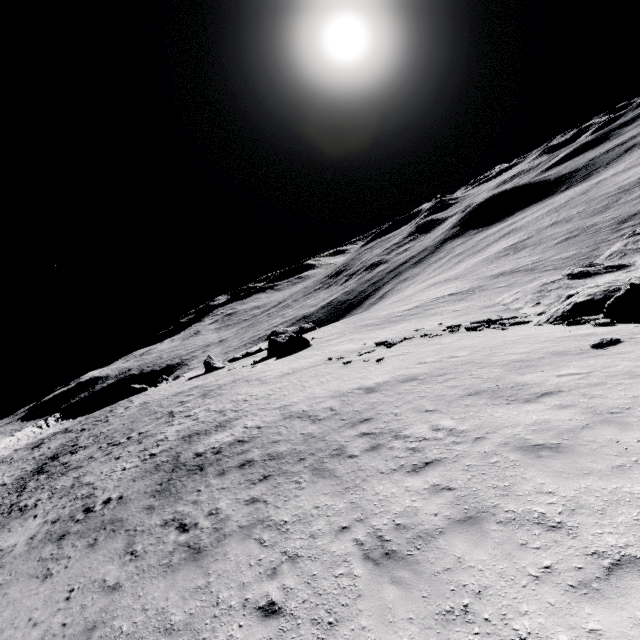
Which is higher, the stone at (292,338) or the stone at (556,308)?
the stone at (292,338)

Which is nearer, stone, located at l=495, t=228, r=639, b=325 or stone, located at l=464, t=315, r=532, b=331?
stone, located at l=495, t=228, r=639, b=325

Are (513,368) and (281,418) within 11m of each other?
yes

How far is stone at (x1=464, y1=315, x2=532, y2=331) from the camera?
23.4 meters

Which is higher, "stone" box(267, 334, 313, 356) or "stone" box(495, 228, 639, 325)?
"stone" box(267, 334, 313, 356)

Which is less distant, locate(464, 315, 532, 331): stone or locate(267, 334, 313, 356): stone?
locate(464, 315, 532, 331): stone

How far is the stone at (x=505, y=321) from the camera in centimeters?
2344cm
